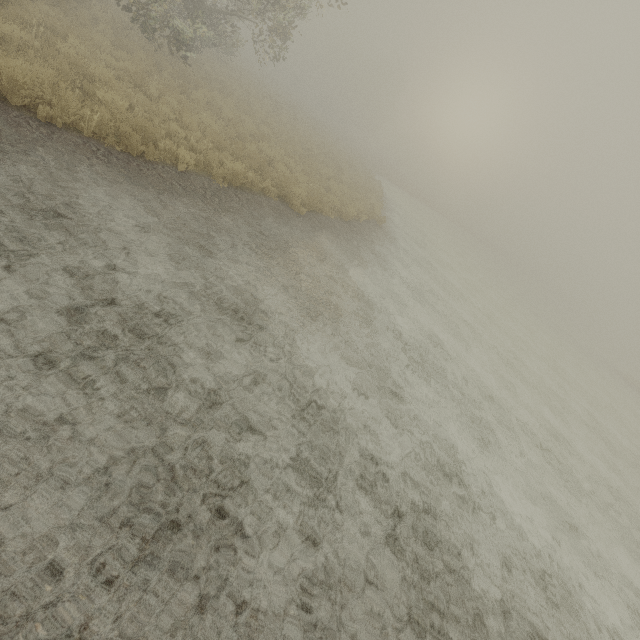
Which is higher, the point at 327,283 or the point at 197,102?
the point at 197,102
